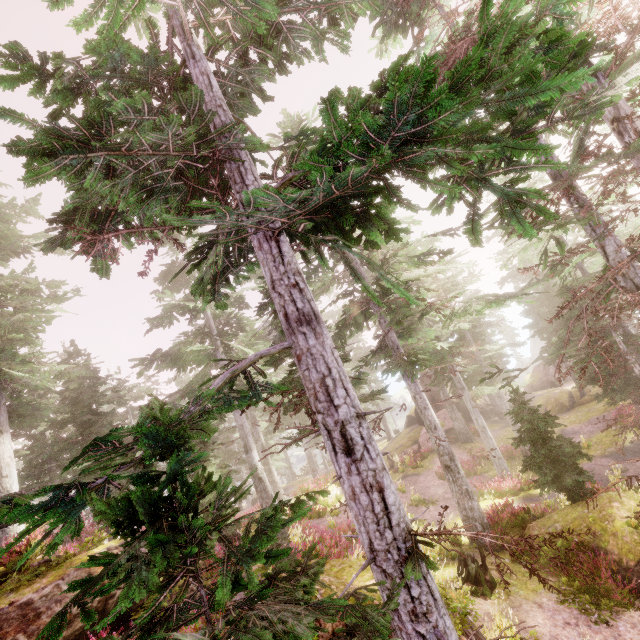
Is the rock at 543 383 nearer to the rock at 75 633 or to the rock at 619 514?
the rock at 619 514

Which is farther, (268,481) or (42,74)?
(268,481)

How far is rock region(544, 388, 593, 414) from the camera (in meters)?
28.89

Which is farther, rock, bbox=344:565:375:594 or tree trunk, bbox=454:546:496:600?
tree trunk, bbox=454:546:496:600

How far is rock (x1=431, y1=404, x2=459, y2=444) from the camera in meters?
29.1

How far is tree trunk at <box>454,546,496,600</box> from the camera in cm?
962

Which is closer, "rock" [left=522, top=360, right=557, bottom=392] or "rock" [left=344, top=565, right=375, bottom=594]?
"rock" [left=344, top=565, right=375, bottom=594]

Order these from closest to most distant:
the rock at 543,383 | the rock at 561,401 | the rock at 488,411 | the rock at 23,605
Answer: the rock at 23,605 → the rock at 561,401 → the rock at 488,411 → the rock at 543,383
